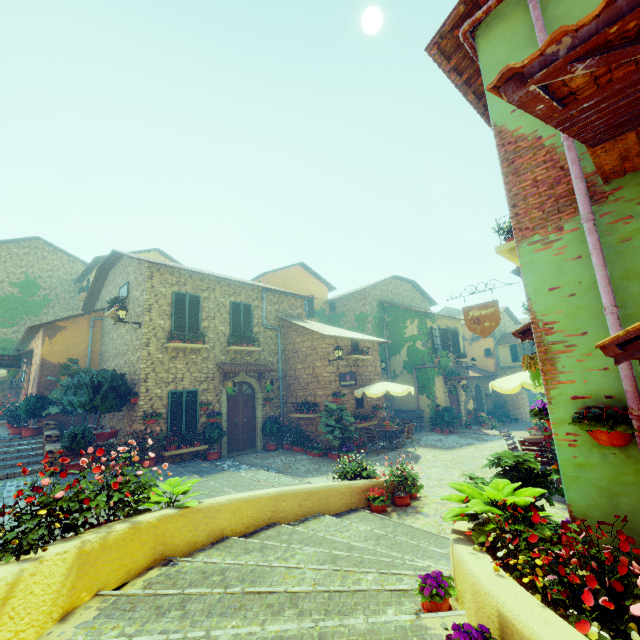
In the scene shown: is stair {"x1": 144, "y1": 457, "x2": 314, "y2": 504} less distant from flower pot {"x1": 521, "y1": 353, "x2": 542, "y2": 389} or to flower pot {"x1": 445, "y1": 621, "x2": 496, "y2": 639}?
flower pot {"x1": 445, "y1": 621, "x2": 496, "y2": 639}

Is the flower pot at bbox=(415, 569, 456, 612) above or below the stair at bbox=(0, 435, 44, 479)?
below

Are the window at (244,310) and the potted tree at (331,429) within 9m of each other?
yes

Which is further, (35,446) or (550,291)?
(35,446)

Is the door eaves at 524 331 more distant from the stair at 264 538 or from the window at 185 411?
the window at 185 411

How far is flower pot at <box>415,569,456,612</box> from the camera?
2.9 meters

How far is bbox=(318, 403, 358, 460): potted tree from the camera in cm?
1220

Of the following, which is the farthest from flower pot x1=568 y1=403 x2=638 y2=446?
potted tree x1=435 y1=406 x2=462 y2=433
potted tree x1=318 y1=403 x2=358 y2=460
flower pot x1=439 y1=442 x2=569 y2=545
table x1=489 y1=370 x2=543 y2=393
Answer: potted tree x1=435 y1=406 x2=462 y2=433
